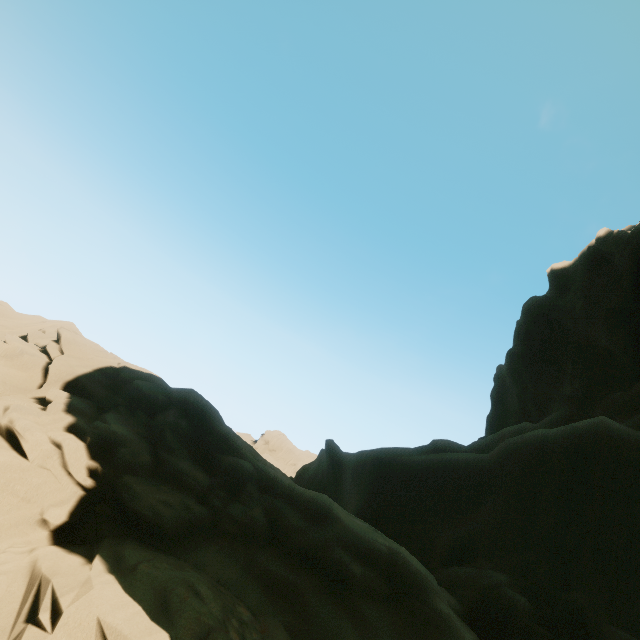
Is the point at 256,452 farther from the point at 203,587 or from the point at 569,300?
the point at 569,300
